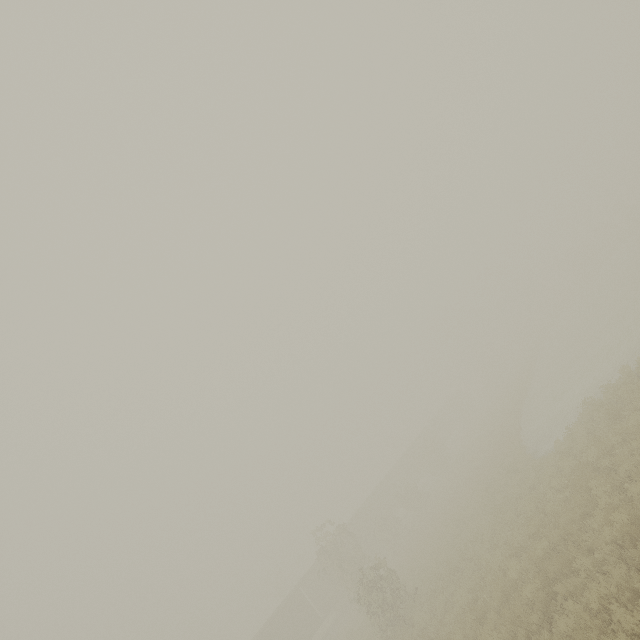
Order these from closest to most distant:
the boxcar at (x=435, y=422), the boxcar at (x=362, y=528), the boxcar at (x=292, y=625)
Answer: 1. the boxcar at (x=292, y=625)
2. the boxcar at (x=362, y=528)
3. the boxcar at (x=435, y=422)

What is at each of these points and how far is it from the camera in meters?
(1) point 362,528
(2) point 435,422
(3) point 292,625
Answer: (1) boxcar, 38.4 m
(2) boxcar, 55.2 m
(3) boxcar, 29.9 m

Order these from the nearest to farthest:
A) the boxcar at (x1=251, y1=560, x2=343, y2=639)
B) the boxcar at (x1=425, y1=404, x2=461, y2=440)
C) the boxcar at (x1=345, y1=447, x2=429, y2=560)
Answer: the boxcar at (x1=251, y1=560, x2=343, y2=639)
the boxcar at (x1=345, y1=447, x2=429, y2=560)
the boxcar at (x1=425, y1=404, x2=461, y2=440)

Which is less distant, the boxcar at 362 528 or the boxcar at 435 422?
the boxcar at 362 528

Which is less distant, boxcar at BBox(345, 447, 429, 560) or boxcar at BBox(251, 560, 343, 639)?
boxcar at BBox(251, 560, 343, 639)

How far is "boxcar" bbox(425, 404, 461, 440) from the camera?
53.5m
